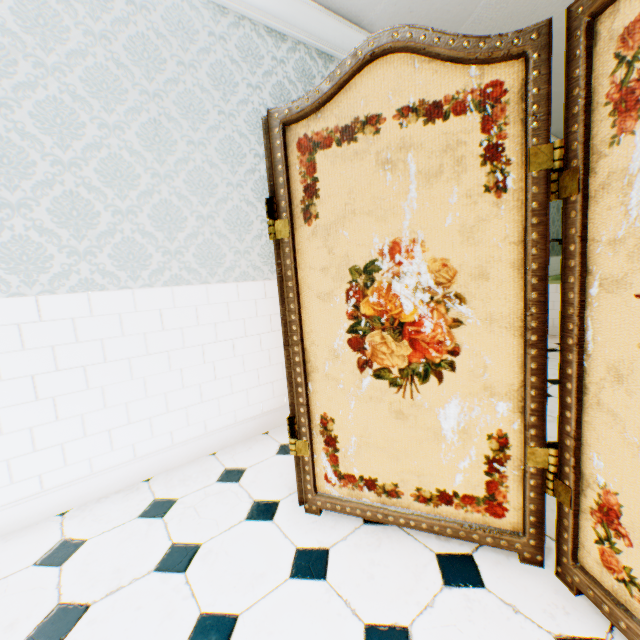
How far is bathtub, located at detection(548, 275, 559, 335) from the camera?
4.75m

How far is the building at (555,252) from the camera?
5.98m

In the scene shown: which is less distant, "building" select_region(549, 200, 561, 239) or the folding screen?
the folding screen

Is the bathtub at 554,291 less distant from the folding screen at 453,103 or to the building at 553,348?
the building at 553,348

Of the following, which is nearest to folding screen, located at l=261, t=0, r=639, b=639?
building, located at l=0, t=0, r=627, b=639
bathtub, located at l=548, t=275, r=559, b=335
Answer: building, located at l=0, t=0, r=627, b=639

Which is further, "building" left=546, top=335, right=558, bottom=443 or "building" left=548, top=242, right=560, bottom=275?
"building" left=548, top=242, right=560, bottom=275

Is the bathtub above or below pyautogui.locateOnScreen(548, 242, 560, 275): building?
below

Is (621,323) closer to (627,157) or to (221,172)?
(627,157)
